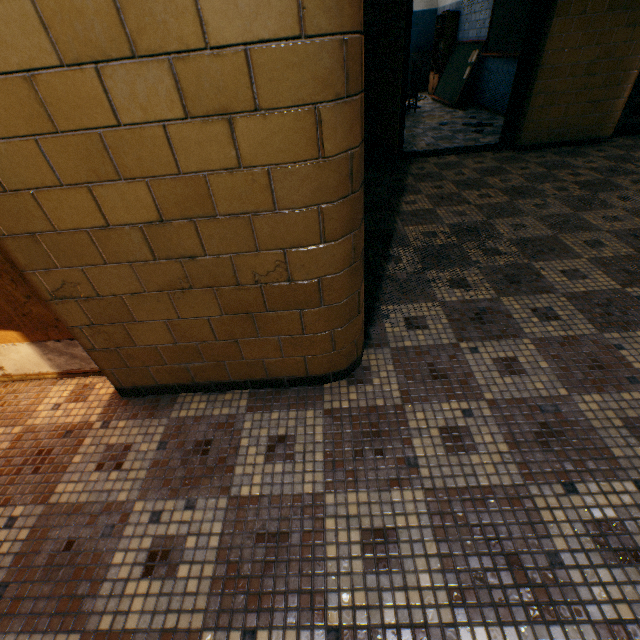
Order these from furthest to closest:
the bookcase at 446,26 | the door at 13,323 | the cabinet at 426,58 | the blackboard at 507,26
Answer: the cabinet at 426,58, the bookcase at 446,26, the blackboard at 507,26, the door at 13,323

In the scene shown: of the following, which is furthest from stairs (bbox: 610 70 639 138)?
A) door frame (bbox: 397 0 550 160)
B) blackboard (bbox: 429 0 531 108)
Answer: door frame (bbox: 397 0 550 160)

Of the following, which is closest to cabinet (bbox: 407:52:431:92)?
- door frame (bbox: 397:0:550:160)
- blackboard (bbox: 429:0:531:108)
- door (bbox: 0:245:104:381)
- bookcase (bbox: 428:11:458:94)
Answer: bookcase (bbox: 428:11:458:94)

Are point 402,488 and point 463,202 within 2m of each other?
no

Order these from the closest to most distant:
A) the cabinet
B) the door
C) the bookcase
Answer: the door, the bookcase, the cabinet

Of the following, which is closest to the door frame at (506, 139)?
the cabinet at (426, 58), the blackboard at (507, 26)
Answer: the blackboard at (507, 26)

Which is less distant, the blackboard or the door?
the door
